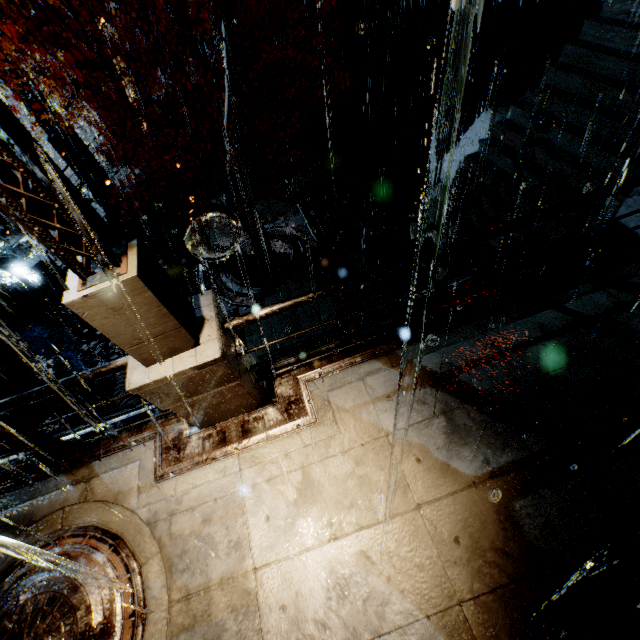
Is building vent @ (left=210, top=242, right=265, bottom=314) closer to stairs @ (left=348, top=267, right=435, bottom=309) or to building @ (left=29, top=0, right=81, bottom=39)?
stairs @ (left=348, top=267, right=435, bottom=309)

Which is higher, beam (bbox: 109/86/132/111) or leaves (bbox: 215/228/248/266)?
beam (bbox: 109/86/132/111)

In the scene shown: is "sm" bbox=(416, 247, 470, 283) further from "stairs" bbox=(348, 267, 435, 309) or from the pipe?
the pipe

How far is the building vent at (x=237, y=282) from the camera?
12.2m

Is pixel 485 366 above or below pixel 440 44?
above

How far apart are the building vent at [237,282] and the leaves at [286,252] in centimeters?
0cm

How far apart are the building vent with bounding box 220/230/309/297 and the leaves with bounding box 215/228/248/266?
0.0m
